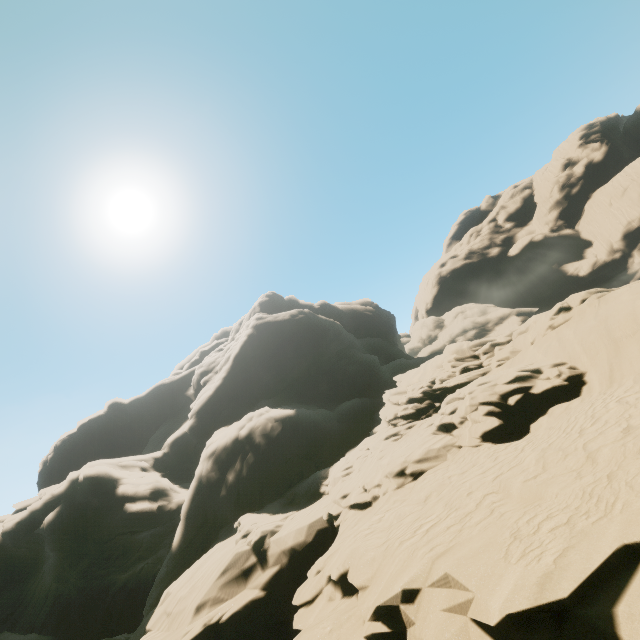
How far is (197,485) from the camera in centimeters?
2409cm
